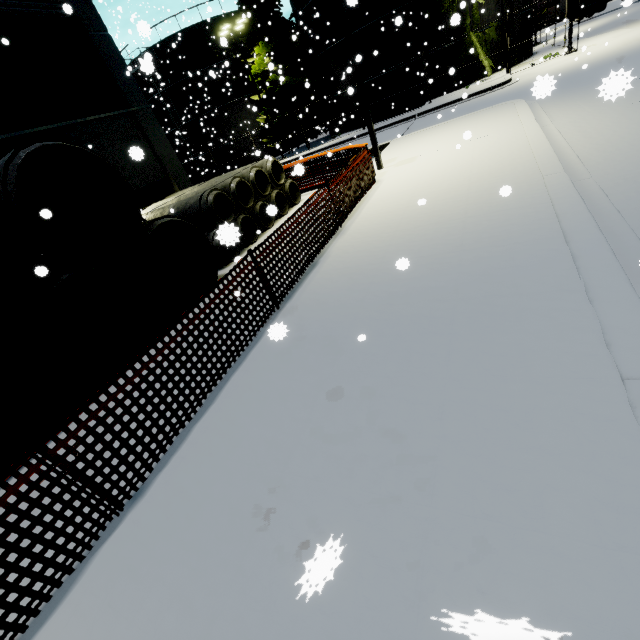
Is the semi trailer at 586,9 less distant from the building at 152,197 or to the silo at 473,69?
the silo at 473,69

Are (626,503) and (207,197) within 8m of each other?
no

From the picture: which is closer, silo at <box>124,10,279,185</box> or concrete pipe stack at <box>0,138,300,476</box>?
concrete pipe stack at <box>0,138,300,476</box>

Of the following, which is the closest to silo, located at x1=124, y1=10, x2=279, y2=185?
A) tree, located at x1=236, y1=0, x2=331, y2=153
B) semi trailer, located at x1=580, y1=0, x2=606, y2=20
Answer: tree, located at x1=236, y1=0, x2=331, y2=153

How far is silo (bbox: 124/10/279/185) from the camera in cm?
2883

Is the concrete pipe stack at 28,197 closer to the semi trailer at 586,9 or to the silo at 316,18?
the silo at 316,18

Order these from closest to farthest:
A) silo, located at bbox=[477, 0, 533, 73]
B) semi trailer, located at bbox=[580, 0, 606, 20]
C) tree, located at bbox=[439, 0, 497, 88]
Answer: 1. tree, located at bbox=[439, 0, 497, 88]
2. silo, located at bbox=[477, 0, 533, 73]
3. semi trailer, located at bbox=[580, 0, 606, 20]
